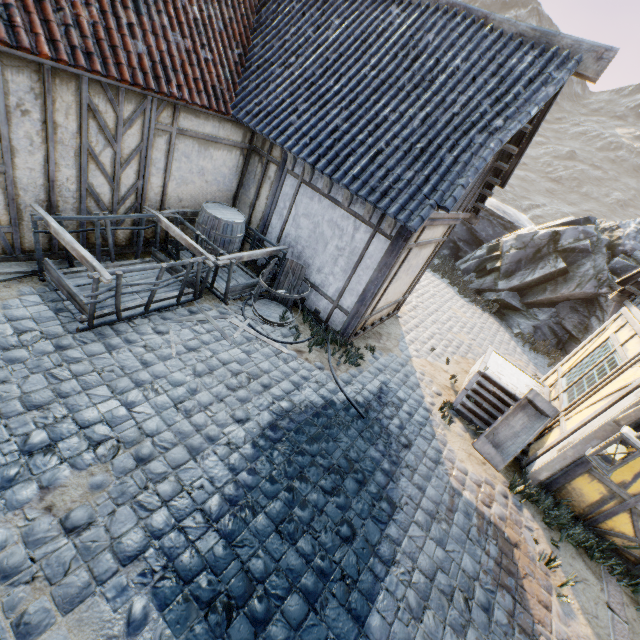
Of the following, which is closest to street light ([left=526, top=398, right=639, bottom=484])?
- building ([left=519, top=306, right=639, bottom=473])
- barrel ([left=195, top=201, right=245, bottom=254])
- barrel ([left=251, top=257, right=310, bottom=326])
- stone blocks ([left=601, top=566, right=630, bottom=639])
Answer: building ([left=519, top=306, right=639, bottom=473])

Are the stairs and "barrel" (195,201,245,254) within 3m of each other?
no

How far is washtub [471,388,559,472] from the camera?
6.0 meters

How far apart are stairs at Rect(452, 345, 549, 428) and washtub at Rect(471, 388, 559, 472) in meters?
0.0 m

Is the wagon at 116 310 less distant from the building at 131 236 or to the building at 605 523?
the building at 131 236

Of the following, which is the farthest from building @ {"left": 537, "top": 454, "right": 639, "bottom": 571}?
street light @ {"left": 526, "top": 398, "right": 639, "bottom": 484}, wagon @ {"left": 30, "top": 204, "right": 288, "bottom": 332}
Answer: wagon @ {"left": 30, "top": 204, "right": 288, "bottom": 332}

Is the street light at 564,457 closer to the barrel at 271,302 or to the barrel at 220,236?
the barrel at 271,302

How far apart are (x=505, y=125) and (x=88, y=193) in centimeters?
670cm
